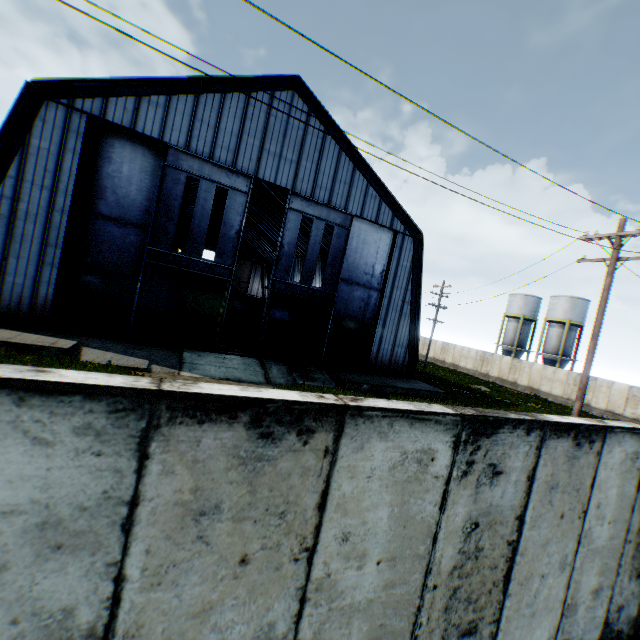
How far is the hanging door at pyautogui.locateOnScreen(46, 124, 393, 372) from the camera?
16.5m

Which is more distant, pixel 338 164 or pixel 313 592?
pixel 338 164

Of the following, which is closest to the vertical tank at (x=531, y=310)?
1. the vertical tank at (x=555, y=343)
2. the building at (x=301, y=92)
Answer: the vertical tank at (x=555, y=343)

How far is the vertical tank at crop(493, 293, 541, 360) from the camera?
44.5 meters

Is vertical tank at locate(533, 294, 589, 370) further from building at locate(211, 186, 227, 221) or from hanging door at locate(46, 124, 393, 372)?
hanging door at locate(46, 124, 393, 372)

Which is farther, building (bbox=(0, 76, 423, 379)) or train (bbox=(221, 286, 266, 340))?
train (bbox=(221, 286, 266, 340))

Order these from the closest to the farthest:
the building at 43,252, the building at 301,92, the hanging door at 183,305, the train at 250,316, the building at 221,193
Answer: the building at 43,252, the hanging door at 183,305, the building at 301,92, the train at 250,316, the building at 221,193

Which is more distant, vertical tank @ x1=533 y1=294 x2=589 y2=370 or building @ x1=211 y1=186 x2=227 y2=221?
building @ x1=211 y1=186 x2=227 y2=221
